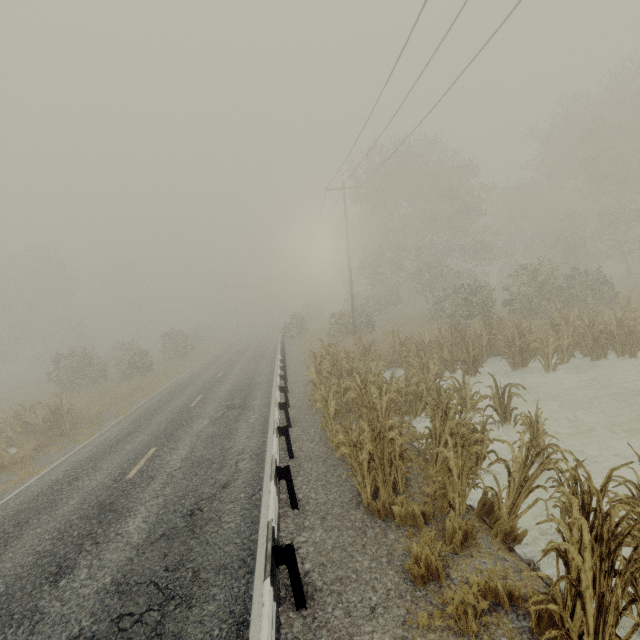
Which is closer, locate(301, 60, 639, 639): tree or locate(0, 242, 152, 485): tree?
locate(301, 60, 639, 639): tree

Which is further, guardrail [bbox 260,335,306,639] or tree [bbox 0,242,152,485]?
tree [bbox 0,242,152,485]

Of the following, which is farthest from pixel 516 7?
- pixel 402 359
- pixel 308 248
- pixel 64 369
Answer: pixel 308 248

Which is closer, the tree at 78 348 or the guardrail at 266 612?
the guardrail at 266 612

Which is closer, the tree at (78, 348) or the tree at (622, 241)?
the tree at (622, 241)
